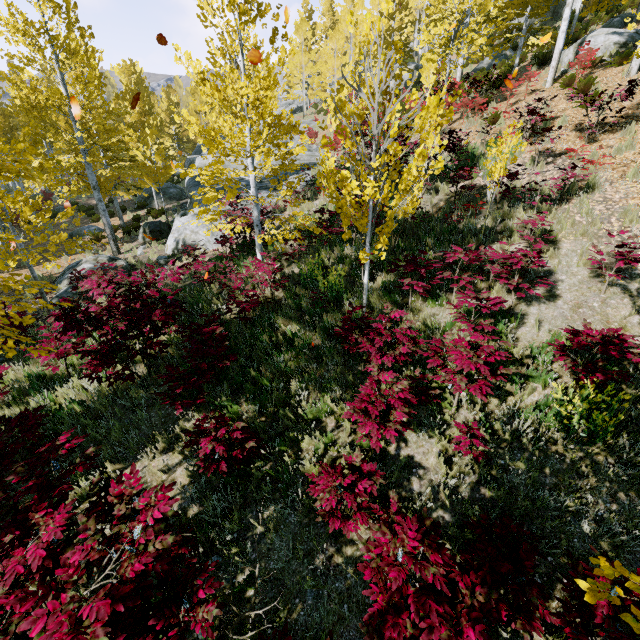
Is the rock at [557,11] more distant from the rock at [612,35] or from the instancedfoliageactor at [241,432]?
the rock at [612,35]

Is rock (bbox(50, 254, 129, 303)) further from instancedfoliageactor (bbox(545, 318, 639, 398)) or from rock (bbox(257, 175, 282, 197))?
instancedfoliageactor (bbox(545, 318, 639, 398))

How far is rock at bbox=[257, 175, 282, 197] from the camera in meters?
16.4 m

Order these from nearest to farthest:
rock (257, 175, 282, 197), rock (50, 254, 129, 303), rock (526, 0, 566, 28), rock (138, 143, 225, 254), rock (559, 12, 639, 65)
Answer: rock (50, 254, 129, 303) → rock (138, 143, 225, 254) → rock (559, 12, 639, 65) → rock (257, 175, 282, 197) → rock (526, 0, 566, 28)

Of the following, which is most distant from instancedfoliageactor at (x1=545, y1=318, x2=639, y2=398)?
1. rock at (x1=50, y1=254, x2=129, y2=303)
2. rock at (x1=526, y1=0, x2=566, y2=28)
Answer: rock at (x1=50, y1=254, x2=129, y2=303)

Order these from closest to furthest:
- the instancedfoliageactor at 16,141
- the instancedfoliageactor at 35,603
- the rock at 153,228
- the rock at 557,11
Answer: the instancedfoliageactor at 35,603 < the instancedfoliageactor at 16,141 < the rock at 153,228 < the rock at 557,11

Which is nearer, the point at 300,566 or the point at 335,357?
the point at 300,566

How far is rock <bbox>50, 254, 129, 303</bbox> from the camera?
10.77m
